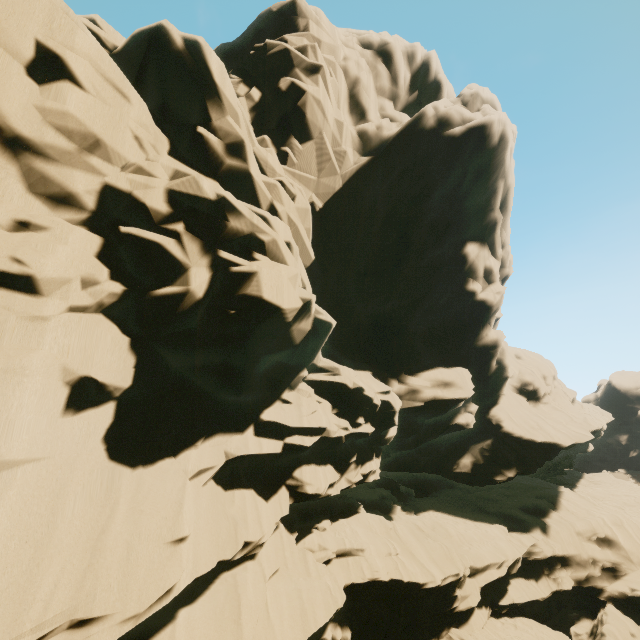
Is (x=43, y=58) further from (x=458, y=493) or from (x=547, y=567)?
(x=458, y=493)
